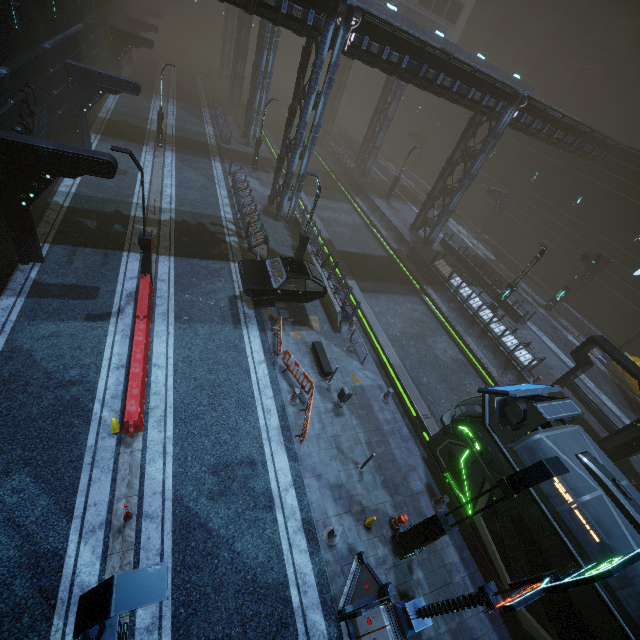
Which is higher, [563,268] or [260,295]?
[563,268]

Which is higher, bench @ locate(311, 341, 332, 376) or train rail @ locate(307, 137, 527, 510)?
bench @ locate(311, 341, 332, 376)

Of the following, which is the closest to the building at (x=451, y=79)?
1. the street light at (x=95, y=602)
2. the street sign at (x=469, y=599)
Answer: the street sign at (x=469, y=599)

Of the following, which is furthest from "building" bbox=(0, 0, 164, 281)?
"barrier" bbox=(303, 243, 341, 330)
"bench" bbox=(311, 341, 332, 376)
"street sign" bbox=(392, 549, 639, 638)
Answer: "bench" bbox=(311, 341, 332, 376)

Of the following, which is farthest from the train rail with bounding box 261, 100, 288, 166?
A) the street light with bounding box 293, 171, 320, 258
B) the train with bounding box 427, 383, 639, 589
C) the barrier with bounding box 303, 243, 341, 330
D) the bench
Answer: the bench

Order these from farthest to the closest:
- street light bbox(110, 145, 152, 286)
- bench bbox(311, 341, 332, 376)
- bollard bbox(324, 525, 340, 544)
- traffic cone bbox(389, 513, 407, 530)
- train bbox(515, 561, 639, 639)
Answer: bench bbox(311, 341, 332, 376), street light bbox(110, 145, 152, 286), traffic cone bbox(389, 513, 407, 530), bollard bbox(324, 525, 340, 544), train bbox(515, 561, 639, 639)

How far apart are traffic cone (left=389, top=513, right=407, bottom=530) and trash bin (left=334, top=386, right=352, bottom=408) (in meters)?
4.07

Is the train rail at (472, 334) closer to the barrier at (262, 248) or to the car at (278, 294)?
the car at (278, 294)
